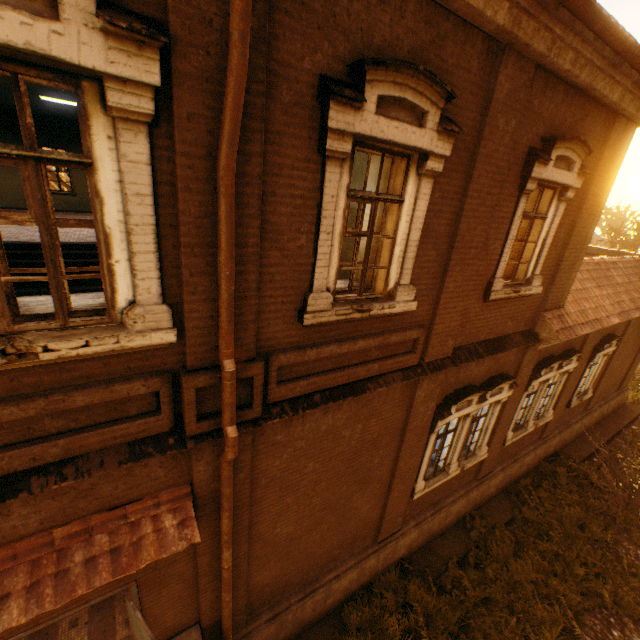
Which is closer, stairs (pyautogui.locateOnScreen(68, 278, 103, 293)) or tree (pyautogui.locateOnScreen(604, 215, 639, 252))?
stairs (pyautogui.locateOnScreen(68, 278, 103, 293))

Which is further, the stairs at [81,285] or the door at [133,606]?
the stairs at [81,285]

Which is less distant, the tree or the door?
the door

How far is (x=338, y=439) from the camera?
5.5m

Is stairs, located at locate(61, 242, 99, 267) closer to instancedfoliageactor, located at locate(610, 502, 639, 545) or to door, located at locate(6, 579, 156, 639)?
door, located at locate(6, 579, 156, 639)

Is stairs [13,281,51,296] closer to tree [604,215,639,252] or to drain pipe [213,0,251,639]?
drain pipe [213,0,251,639]

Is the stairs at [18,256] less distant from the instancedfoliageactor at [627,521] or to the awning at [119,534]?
the awning at [119,534]

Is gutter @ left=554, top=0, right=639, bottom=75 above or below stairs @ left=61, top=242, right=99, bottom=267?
above
